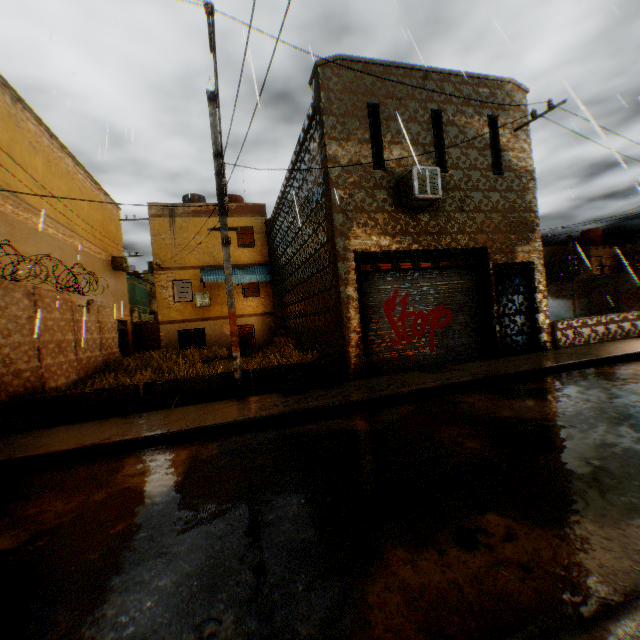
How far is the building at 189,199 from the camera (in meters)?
19.17

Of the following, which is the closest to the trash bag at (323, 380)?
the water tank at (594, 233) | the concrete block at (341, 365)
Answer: the concrete block at (341, 365)

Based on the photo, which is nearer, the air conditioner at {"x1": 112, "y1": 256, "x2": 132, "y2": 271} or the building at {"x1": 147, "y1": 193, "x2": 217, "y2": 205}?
the building at {"x1": 147, "y1": 193, "x2": 217, "y2": 205}

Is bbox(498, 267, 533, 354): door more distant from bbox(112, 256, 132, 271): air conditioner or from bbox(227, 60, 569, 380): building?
bbox(112, 256, 132, 271): air conditioner

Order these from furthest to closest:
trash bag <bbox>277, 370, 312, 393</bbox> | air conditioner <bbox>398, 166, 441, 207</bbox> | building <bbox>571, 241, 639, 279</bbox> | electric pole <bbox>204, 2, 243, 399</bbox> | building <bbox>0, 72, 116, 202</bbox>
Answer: building <bbox>571, 241, 639, 279</bbox> → building <bbox>0, 72, 116, 202</bbox> → air conditioner <bbox>398, 166, 441, 207</bbox> → trash bag <bbox>277, 370, 312, 393</bbox> → electric pole <bbox>204, 2, 243, 399</bbox>

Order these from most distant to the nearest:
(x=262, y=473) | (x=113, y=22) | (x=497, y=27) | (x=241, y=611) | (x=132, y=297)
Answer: (x=132, y=297) < (x=113, y=22) < (x=497, y=27) < (x=262, y=473) < (x=241, y=611)

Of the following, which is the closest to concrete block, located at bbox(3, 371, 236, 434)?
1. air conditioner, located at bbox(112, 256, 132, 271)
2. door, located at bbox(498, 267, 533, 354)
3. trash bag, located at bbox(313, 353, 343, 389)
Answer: trash bag, located at bbox(313, 353, 343, 389)

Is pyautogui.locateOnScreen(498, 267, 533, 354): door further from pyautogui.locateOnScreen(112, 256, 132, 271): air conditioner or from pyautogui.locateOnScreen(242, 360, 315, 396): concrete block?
pyautogui.locateOnScreen(112, 256, 132, 271): air conditioner
